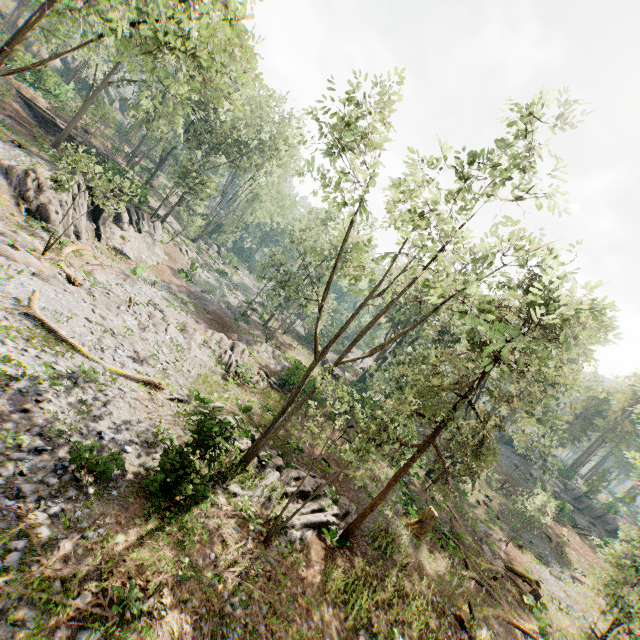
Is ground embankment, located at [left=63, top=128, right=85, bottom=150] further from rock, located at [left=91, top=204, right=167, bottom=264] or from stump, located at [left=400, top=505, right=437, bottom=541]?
stump, located at [left=400, top=505, right=437, bottom=541]

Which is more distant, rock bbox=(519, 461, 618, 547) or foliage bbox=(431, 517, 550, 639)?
rock bbox=(519, 461, 618, 547)

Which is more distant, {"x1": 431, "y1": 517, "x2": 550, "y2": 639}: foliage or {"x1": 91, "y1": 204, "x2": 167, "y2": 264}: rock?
{"x1": 91, "y1": 204, "x2": 167, "y2": 264}: rock

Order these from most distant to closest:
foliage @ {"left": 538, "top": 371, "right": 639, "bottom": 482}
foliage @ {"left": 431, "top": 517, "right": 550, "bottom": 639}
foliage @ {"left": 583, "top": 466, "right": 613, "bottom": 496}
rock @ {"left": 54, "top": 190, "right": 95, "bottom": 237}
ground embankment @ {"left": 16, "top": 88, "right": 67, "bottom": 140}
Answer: foliage @ {"left": 583, "top": 466, "right": 613, "bottom": 496}, foliage @ {"left": 538, "top": 371, "right": 639, "bottom": 482}, ground embankment @ {"left": 16, "top": 88, "right": 67, "bottom": 140}, rock @ {"left": 54, "top": 190, "right": 95, "bottom": 237}, foliage @ {"left": 431, "top": 517, "right": 550, "bottom": 639}

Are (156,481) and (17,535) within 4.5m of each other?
yes

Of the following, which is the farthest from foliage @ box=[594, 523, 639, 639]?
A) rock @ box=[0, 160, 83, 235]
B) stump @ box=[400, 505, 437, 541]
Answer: stump @ box=[400, 505, 437, 541]

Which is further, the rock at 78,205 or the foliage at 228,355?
the rock at 78,205

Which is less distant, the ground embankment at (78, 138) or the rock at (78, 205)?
the rock at (78, 205)
